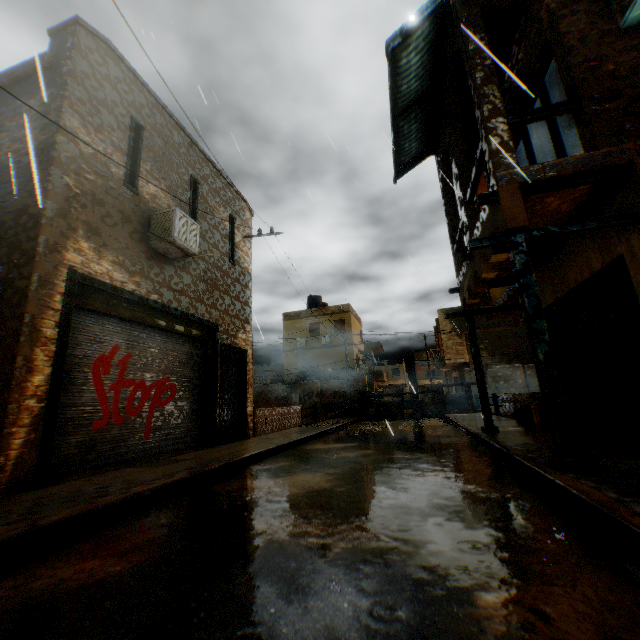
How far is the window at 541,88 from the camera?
6.35m

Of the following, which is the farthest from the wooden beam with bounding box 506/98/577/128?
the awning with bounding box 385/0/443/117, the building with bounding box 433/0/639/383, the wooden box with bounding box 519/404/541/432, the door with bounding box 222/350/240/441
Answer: the wooden box with bounding box 519/404/541/432

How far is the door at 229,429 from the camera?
9.4 meters

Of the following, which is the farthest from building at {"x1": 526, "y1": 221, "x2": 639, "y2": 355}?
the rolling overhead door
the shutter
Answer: the shutter

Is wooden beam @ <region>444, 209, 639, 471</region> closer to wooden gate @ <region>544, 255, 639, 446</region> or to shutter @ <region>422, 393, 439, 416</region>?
wooden gate @ <region>544, 255, 639, 446</region>

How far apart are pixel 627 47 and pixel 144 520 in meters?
9.0 m

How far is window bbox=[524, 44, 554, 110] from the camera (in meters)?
6.35

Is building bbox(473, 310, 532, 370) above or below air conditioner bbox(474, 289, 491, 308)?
below
